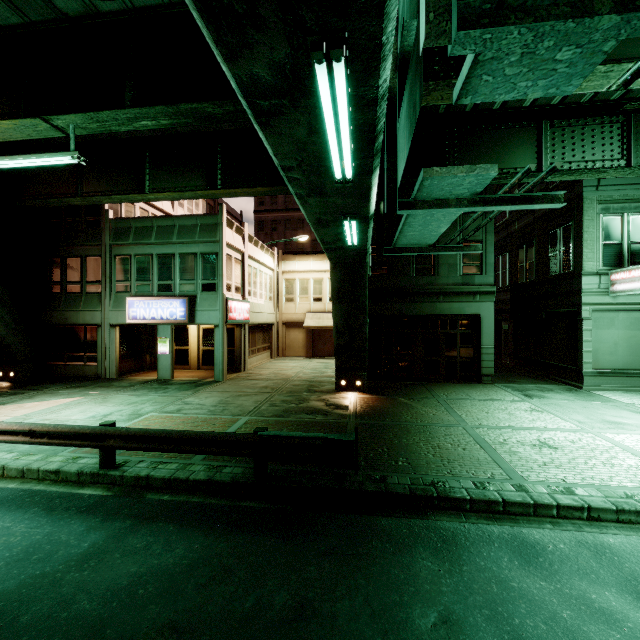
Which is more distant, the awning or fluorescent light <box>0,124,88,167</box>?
the awning

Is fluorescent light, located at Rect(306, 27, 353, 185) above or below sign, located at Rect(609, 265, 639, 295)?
above

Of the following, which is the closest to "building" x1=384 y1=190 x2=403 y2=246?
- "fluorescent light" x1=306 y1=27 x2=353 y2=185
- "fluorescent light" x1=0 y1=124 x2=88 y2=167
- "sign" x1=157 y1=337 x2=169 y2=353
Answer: "sign" x1=157 y1=337 x2=169 y2=353

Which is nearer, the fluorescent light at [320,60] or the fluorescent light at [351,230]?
the fluorescent light at [320,60]

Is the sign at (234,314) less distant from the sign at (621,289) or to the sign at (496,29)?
the sign at (496,29)

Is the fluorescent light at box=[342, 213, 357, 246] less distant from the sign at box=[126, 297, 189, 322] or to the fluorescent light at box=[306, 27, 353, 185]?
the fluorescent light at box=[306, 27, 353, 185]

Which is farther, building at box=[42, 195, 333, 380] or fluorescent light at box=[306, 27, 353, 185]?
building at box=[42, 195, 333, 380]

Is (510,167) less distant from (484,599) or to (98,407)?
(484,599)
